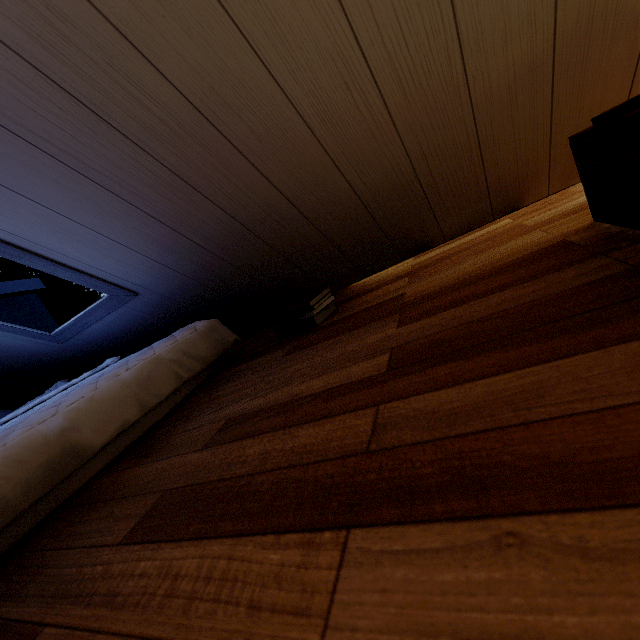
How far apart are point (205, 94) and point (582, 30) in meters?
1.1 m
